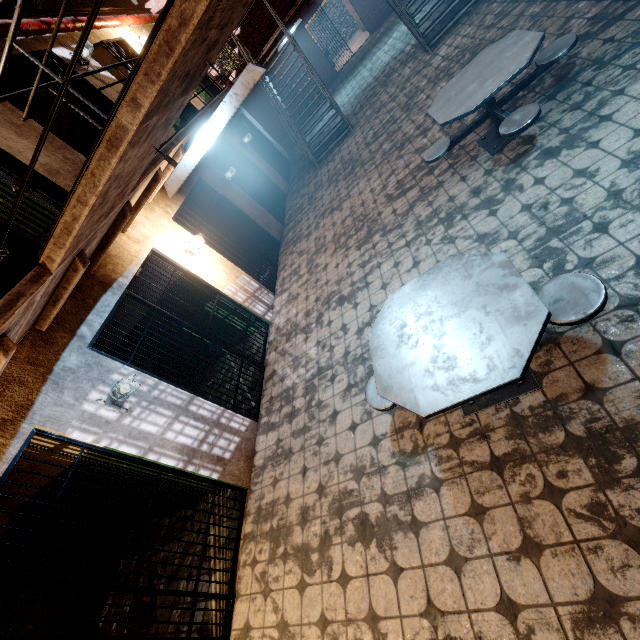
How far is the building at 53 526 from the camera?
5.21m

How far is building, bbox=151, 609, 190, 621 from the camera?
3.73m

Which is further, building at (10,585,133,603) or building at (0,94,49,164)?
building at (10,585,133,603)

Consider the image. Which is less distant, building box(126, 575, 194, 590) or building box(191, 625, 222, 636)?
building box(191, 625, 222, 636)

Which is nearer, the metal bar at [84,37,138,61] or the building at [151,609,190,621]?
the building at [151,609,190,621]

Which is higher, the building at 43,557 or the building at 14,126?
the building at 14,126

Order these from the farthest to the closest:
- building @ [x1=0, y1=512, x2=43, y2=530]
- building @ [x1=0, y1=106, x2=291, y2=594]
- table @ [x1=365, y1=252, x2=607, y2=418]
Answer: building @ [x1=0, y1=512, x2=43, y2=530]
building @ [x1=0, y1=106, x2=291, y2=594]
table @ [x1=365, y1=252, x2=607, y2=418]

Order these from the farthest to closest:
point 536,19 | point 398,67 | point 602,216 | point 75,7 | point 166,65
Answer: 1. point 75,7
2. point 398,67
3. point 536,19
4. point 602,216
5. point 166,65
